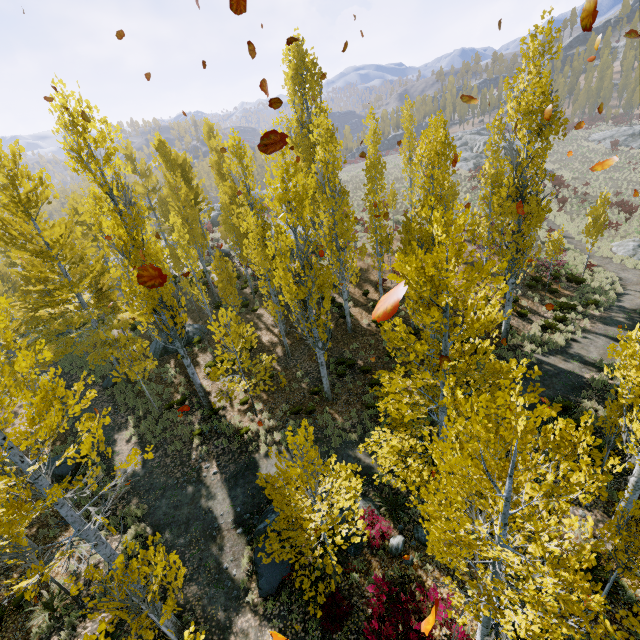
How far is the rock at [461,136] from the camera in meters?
48.0

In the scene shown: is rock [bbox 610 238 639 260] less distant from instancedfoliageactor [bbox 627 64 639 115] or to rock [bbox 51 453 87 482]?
instancedfoliageactor [bbox 627 64 639 115]

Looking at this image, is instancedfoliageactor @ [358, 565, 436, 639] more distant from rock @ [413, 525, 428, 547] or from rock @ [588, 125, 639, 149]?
rock @ [588, 125, 639, 149]

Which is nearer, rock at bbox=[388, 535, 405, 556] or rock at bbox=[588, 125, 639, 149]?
rock at bbox=[388, 535, 405, 556]

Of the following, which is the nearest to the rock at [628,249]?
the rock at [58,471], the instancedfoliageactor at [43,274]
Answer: the instancedfoliageactor at [43,274]

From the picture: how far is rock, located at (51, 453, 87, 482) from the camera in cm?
1328

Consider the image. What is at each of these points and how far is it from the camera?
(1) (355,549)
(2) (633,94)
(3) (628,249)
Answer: (1) rock, 9.5 meters
(2) instancedfoliageactor, 59.0 meters
(3) rock, 23.5 meters
